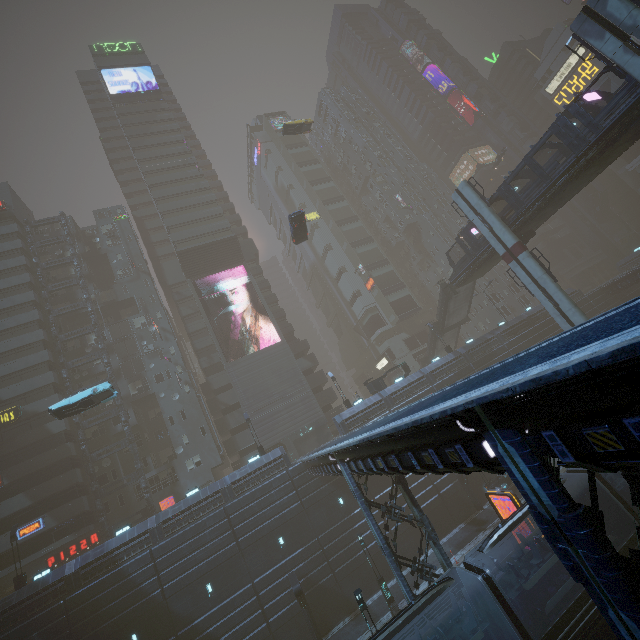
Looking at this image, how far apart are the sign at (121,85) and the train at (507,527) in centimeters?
7913cm

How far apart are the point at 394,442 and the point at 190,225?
48.7 meters

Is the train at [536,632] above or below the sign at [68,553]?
below

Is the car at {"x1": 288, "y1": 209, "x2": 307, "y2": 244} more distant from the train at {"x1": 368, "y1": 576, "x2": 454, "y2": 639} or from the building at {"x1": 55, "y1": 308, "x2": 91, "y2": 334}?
the train at {"x1": 368, "y1": 576, "x2": 454, "y2": 639}

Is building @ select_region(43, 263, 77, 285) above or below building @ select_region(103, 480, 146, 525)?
above

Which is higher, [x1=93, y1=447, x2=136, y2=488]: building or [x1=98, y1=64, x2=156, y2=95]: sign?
[x1=98, y1=64, x2=156, y2=95]: sign

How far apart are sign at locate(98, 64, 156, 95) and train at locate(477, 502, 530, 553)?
79.13m

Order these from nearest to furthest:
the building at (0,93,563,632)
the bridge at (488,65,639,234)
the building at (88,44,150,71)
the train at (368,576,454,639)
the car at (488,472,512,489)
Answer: the train at (368,576,454,639)
the bridge at (488,65,639,234)
the car at (488,472,512,489)
the building at (0,93,563,632)
the building at (88,44,150,71)
